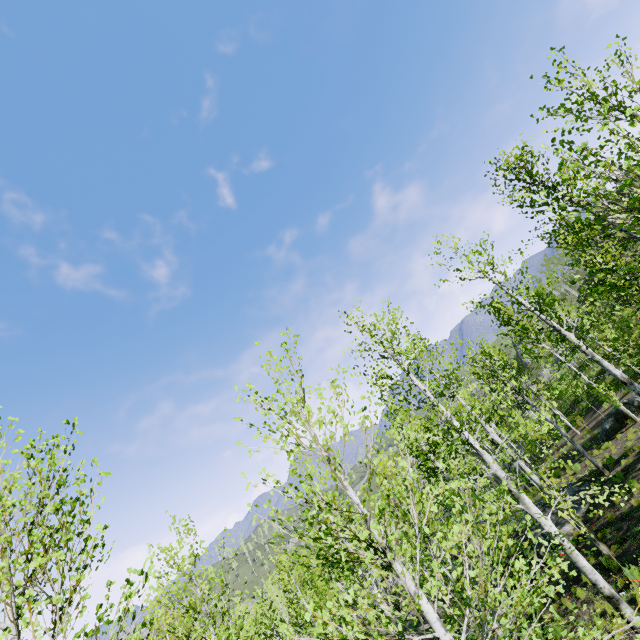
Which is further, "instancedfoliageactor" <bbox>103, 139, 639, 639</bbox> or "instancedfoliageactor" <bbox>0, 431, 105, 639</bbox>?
"instancedfoliageactor" <bbox>103, 139, 639, 639</bbox>

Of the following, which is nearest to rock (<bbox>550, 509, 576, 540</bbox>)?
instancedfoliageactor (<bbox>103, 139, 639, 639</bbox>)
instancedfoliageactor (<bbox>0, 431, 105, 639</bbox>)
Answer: instancedfoliageactor (<bbox>103, 139, 639, 639</bbox>)

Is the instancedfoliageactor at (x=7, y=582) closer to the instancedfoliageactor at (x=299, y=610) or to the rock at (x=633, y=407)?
the instancedfoliageactor at (x=299, y=610)

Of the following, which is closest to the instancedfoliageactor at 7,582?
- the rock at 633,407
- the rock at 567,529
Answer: the rock at 567,529

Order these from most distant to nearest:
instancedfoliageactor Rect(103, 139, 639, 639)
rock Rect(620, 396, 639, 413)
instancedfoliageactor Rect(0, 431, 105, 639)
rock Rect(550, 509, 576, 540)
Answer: rock Rect(620, 396, 639, 413) → rock Rect(550, 509, 576, 540) → instancedfoliageactor Rect(103, 139, 639, 639) → instancedfoliageactor Rect(0, 431, 105, 639)

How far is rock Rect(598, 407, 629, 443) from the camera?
19.0m

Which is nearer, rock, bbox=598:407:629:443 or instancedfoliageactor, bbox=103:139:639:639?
instancedfoliageactor, bbox=103:139:639:639

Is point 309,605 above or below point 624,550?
above
